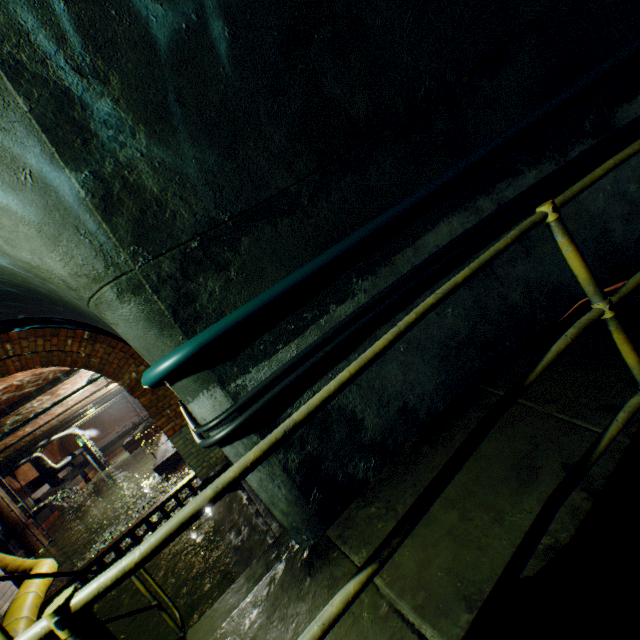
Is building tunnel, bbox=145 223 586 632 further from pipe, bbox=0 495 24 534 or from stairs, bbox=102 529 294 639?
pipe, bbox=0 495 24 534

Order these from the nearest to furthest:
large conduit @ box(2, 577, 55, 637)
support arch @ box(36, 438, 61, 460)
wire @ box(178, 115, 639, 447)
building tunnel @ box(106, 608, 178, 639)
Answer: wire @ box(178, 115, 639, 447), building tunnel @ box(106, 608, 178, 639), large conduit @ box(2, 577, 55, 637), support arch @ box(36, 438, 61, 460)

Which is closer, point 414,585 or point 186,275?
point 414,585

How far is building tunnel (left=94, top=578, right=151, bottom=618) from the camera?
5.00m

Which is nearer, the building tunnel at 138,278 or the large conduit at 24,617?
the building tunnel at 138,278

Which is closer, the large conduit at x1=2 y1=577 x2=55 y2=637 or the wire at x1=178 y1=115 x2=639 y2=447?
the wire at x1=178 y1=115 x2=639 y2=447

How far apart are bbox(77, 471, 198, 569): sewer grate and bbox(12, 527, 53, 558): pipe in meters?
18.0

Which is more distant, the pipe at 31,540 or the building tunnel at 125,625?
the pipe at 31,540
